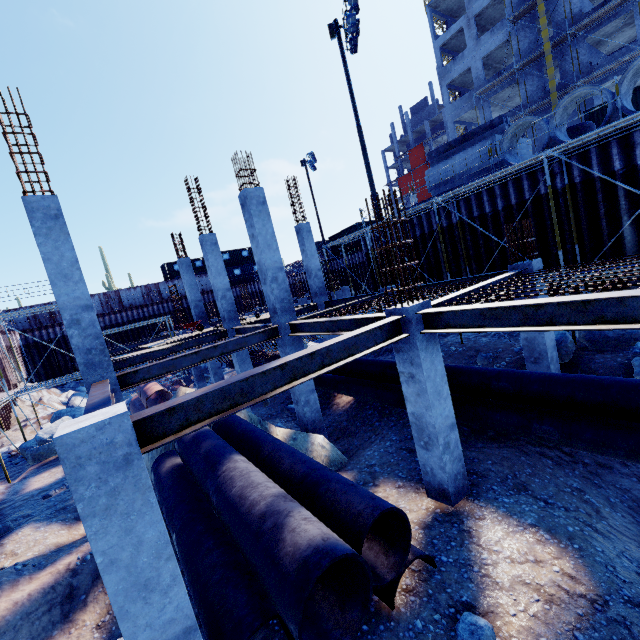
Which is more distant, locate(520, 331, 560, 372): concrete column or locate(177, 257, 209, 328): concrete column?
locate(177, 257, 209, 328): concrete column

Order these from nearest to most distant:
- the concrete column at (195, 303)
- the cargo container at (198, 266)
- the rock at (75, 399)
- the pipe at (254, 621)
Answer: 1. the pipe at (254, 621)
2. the concrete column at (195, 303)
3. the rock at (75, 399)
4. the cargo container at (198, 266)

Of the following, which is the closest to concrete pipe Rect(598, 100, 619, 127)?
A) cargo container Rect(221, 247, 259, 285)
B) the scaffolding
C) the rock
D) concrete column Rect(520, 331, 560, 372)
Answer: the scaffolding

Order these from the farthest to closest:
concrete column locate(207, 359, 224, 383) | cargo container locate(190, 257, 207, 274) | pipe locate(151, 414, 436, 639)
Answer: cargo container locate(190, 257, 207, 274) < concrete column locate(207, 359, 224, 383) < pipe locate(151, 414, 436, 639)

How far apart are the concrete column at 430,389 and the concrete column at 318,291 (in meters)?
10.33

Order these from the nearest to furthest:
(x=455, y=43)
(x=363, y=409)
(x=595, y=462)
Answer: (x=595, y=462) → (x=363, y=409) → (x=455, y=43)

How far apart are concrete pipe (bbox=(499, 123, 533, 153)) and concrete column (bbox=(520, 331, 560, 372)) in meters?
5.4 m

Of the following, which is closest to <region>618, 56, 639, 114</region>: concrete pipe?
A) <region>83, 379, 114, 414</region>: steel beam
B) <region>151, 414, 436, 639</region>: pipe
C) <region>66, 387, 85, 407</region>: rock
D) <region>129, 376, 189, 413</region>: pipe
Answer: <region>151, 414, 436, 639</region>: pipe
